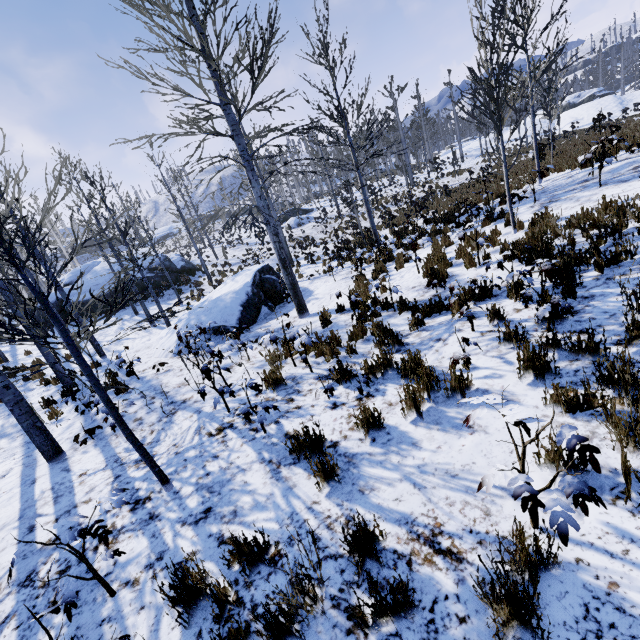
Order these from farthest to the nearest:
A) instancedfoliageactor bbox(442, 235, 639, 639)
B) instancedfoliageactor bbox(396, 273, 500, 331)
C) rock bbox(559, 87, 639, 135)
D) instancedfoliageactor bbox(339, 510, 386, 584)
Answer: rock bbox(559, 87, 639, 135) → instancedfoliageactor bbox(396, 273, 500, 331) → instancedfoliageactor bbox(339, 510, 386, 584) → instancedfoliageactor bbox(442, 235, 639, 639)

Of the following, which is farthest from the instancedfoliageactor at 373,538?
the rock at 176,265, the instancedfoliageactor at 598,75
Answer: the instancedfoliageactor at 598,75

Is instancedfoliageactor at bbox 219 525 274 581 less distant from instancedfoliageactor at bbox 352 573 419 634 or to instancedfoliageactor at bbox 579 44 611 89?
instancedfoliageactor at bbox 352 573 419 634

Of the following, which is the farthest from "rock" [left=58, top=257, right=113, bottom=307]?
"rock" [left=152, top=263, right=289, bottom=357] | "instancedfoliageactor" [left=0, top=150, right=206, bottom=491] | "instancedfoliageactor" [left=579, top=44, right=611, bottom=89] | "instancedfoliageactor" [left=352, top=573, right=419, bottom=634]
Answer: "instancedfoliageactor" [left=579, top=44, right=611, bottom=89]

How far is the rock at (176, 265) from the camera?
26.5 meters

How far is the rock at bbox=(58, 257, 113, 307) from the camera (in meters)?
22.70

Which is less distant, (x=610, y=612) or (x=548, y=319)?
(x=610, y=612)

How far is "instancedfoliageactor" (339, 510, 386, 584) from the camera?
2.23m
